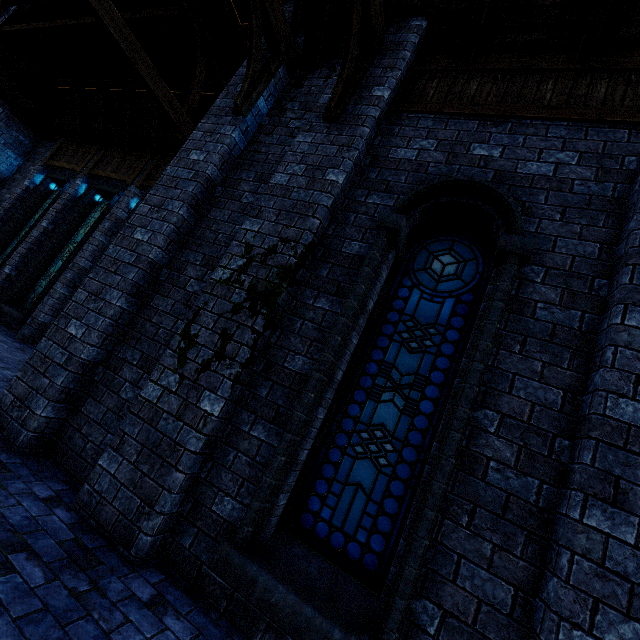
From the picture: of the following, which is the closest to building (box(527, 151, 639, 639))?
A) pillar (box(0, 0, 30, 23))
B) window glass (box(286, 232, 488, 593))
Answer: pillar (box(0, 0, 30, 23))

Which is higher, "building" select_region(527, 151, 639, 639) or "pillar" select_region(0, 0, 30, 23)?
"pillar" select_region(0, 0, 30, 23)

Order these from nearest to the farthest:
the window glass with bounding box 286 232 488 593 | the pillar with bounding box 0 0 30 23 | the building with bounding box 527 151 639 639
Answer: the building with bounding box 527 151 639 639 → the window glass with bounding box 286 232 488 593 → the pillar with bounding box 0 0 30 23

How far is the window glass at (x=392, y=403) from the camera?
3.0m

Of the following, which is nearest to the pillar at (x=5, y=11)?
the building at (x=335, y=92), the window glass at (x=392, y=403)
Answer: the building at (x=335, y=92)

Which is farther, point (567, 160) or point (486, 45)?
point (486, 45)

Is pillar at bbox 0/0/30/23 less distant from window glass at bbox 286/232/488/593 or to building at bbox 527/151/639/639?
building at bbox 527/151/639/639
